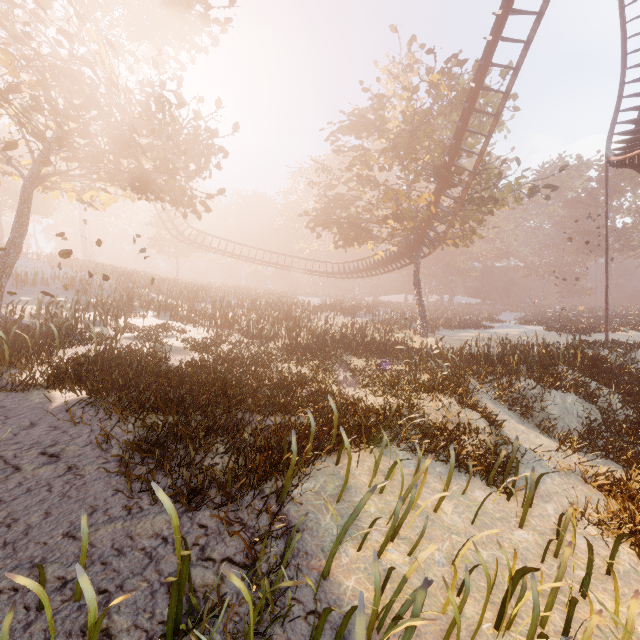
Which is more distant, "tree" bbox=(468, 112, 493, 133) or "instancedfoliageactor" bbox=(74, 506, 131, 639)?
"tree" bbox=(468, 112, 493, 133)

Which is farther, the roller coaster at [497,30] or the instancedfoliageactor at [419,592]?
the roller coaster at [497,30]

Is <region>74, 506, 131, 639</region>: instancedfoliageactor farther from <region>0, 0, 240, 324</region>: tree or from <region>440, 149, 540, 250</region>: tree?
<region>440, 149, 540, 250</region>: tree

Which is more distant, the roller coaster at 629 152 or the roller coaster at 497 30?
the roller coaster at 629 152

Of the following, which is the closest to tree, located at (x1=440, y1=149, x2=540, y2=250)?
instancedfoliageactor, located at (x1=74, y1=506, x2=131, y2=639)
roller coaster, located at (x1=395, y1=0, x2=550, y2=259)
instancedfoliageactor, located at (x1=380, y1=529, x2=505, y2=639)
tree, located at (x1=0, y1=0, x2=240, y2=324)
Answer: roller coaster, located at (x1=395, y1=0, x2=550, y2=259)

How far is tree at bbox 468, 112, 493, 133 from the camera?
21.12m

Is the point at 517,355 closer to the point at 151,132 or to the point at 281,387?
the point at 281,387
